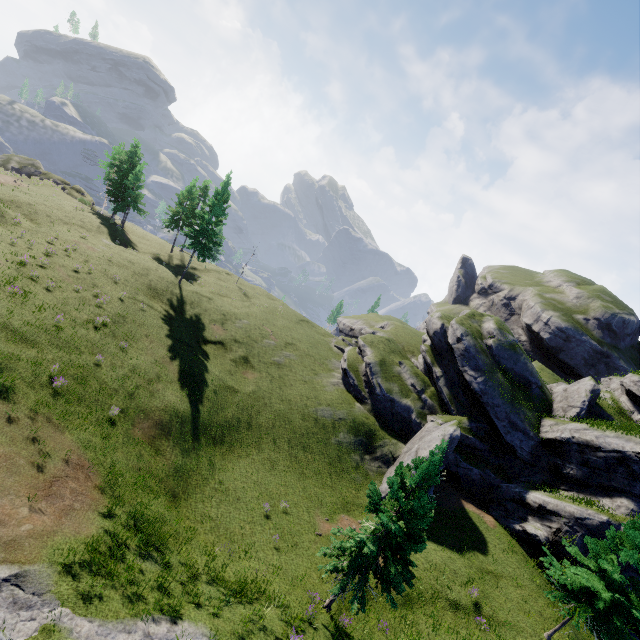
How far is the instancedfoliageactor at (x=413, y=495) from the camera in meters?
13.7

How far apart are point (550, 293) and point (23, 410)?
69.3m

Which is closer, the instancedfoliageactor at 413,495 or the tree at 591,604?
the instancedfoliageactor at 413,495

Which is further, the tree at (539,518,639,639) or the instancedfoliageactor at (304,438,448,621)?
the tree at (539,518,639,639)

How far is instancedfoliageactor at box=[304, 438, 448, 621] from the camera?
13.7m
